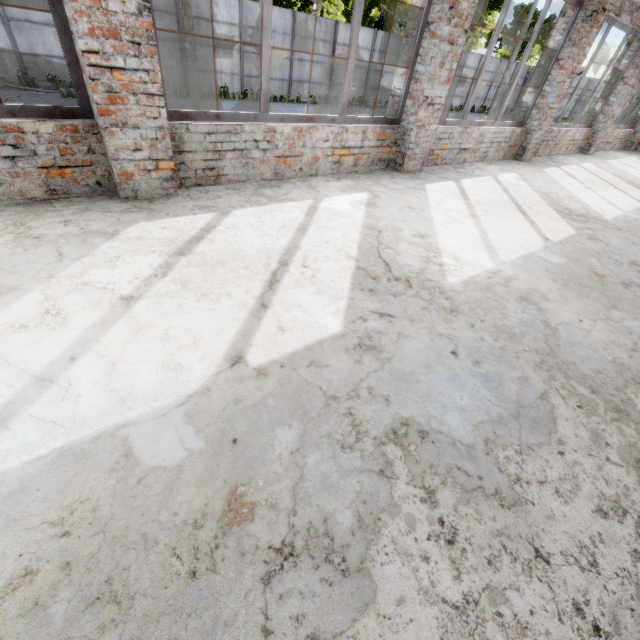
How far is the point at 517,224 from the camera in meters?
4.6
